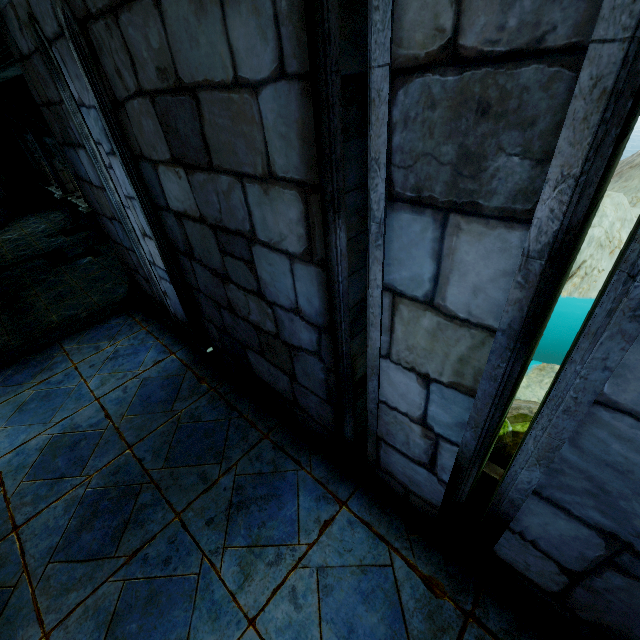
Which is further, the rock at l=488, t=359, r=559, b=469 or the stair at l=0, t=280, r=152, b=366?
the rock at l=488, t=359, r=559, b=469

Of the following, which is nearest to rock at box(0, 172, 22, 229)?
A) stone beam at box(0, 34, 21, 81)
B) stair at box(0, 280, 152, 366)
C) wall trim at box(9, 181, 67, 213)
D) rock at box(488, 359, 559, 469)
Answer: wall trim at box(9, 181, 67, 213)

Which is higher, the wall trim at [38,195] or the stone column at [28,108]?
the stone column at [28,108]

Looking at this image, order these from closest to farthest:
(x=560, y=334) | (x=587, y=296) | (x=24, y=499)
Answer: (x=24, y=499) → (x=587, y=296) → (x=560, y=334)

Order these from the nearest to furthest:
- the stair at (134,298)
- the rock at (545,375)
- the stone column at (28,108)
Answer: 1. the stair at (134,298)
2. the rock at (545,375)
3. the stone column at (28,108)

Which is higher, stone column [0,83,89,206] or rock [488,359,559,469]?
stone column [0,83,89,206]

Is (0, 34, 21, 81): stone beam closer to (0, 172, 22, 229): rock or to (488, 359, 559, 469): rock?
(0, 172, 22, 229): rock

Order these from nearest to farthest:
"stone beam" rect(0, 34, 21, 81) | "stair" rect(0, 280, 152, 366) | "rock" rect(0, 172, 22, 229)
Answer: "stone beam" rect(0, 34, 21, 81) → "stair" rect(0, 280, 152, 366) → "rock" rect(0, 172, 22, 229)
